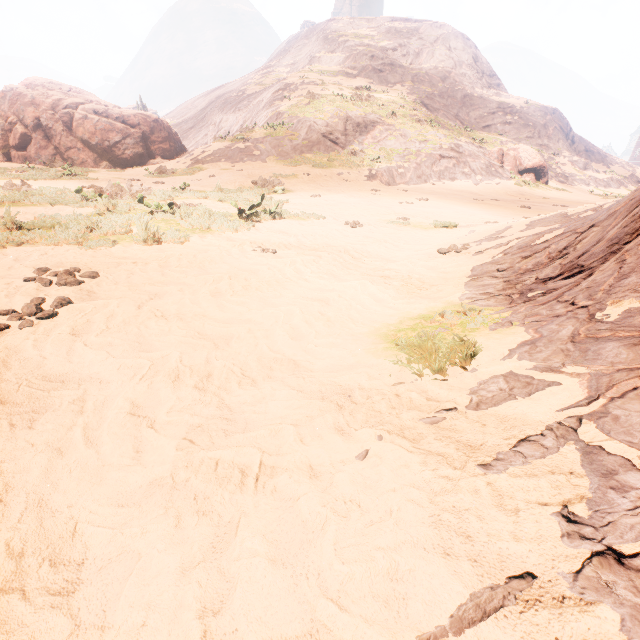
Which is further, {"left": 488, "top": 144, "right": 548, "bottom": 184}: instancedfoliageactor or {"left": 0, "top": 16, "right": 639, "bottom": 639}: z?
{"left": 488, "top": 144, "right": 548, "bottom": 184}: instancedfoliageactor

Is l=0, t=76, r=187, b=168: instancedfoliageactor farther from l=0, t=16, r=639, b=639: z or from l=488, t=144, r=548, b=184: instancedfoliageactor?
l=488, t=144, r=548, b=184: instancedfoliageactor

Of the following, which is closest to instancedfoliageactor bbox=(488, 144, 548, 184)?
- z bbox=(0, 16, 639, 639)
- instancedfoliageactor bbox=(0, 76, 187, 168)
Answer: z bbox=(0, 16, 639, 639)

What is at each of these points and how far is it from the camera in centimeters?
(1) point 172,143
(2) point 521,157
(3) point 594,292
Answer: (1) instancedfoliageactor, 2152cm
(2) instancedfoliageactor, 2688cm
(3) z, 246cm

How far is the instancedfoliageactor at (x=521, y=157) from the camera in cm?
2656

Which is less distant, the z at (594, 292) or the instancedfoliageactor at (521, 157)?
the z at (594, 292)
